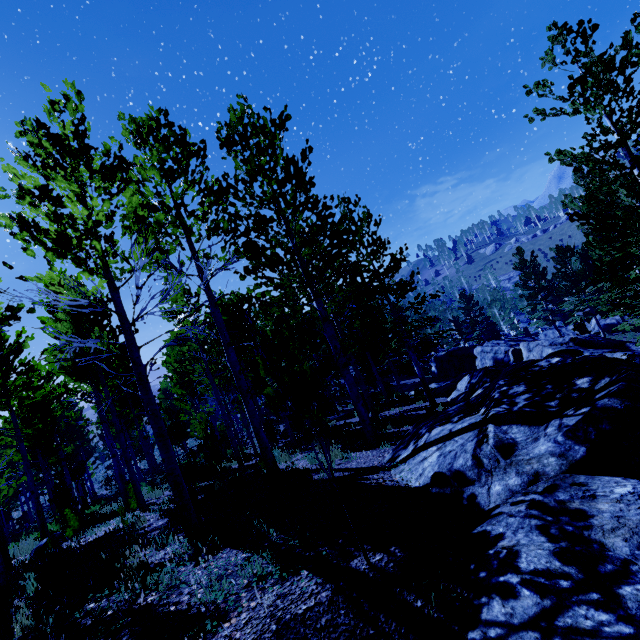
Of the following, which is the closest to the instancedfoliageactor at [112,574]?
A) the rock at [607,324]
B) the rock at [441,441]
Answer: the rock at [607,324]

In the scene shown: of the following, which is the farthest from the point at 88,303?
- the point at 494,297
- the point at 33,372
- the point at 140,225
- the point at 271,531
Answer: the point at 494,297

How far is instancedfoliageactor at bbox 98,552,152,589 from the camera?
3.8m

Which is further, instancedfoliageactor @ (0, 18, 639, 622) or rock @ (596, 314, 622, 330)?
rock @ (596, 314, 622, 330)

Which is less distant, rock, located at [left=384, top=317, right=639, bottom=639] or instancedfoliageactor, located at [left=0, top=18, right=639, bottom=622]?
rock, located at [left=384, top=317, right=639, bottom=639]

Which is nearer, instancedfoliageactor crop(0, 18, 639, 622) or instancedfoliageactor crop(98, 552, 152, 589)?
instancedfoliageactor crop(98, 552, 152, 589)

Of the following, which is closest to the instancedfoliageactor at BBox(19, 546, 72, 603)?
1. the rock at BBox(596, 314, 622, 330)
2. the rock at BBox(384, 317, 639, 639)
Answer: the rock at BBox(596, 314, 622, 330)

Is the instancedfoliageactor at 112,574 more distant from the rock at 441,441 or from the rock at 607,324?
the rock at 441,441
